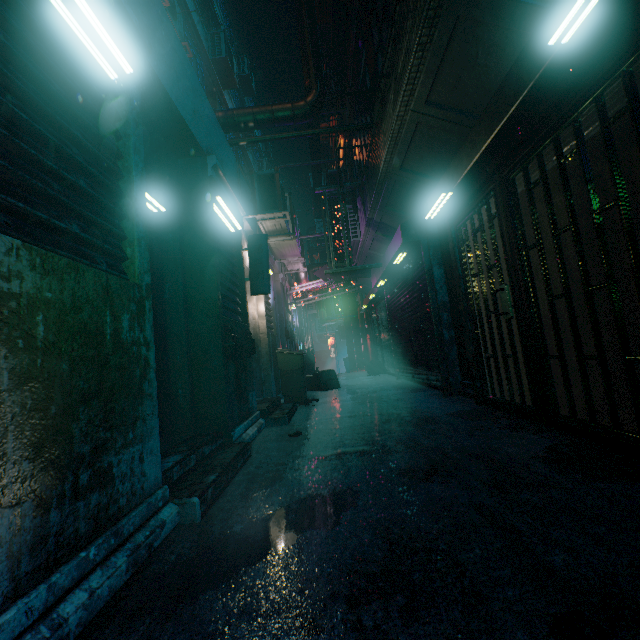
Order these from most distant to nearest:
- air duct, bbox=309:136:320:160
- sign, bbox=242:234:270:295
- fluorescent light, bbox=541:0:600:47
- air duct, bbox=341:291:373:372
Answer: air duct, bbox=341:291:373:372
air duct, bbox=309:136:320:160
sign, bbox=242:234:270:295
fluorescent light, bbox=541:0:600:47

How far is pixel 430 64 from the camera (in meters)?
2.93

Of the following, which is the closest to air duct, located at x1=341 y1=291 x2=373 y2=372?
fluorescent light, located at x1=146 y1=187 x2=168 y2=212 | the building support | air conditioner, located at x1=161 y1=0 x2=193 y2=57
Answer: the building support

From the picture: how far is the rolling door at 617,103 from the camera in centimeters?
191cm

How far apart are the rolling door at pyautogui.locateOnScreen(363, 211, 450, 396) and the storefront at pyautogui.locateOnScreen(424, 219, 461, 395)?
0.0m

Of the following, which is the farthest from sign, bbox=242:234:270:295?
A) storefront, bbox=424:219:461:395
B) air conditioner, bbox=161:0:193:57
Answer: air conditioner, bbox=161:0:193:57

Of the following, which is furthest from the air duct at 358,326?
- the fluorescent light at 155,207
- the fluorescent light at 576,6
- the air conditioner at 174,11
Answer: the fluorescent light at 576,6

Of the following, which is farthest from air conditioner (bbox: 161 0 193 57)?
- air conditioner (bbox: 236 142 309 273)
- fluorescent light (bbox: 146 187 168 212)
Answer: fluorescent light (bbox: 146 187 168 212)
